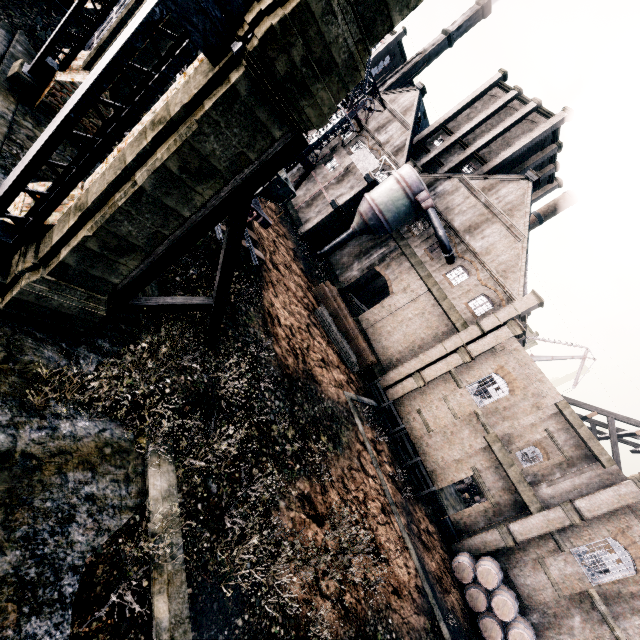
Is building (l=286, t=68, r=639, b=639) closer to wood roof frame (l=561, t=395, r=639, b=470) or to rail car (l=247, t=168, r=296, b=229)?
wood roof frame (l=561, t=395, r=639, b=470)

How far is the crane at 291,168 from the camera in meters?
34.5

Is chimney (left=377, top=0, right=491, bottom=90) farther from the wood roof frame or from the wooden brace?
the wooden brace

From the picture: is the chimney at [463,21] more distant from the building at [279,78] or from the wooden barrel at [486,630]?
the wooden barrel at [486,630]

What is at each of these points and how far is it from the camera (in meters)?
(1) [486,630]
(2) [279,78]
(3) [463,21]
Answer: (1) wooden barrel, 19.81
(2) building, 6.59
(3) chimney, 50.97

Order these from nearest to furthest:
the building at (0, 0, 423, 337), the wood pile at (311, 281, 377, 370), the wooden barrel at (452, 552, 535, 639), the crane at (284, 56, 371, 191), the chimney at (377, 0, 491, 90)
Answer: the building at (0, 0, 423, 337) < the wooden barrel at (452, 552, 535, 639) < the wood pile at (311, 281, 377, 370) < the crane at (284, 56, 371, 191) < the chimney at (377, 0, 491, 90)

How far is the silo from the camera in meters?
30.7

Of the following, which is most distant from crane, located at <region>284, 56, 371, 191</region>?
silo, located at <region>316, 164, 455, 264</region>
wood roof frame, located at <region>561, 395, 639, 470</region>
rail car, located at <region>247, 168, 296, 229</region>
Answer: wood roof frame, located at <region>561, 395, 639, 470</region>
